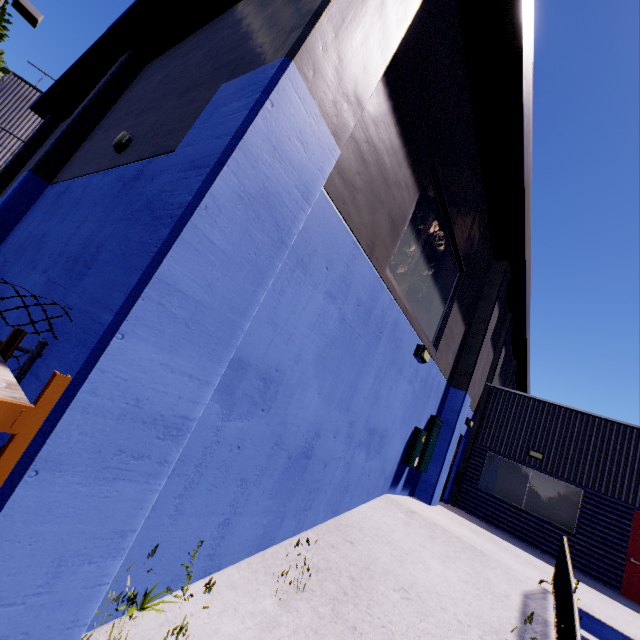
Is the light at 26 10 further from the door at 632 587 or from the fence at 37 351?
the door at 632 587

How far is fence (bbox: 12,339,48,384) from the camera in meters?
2.2 m

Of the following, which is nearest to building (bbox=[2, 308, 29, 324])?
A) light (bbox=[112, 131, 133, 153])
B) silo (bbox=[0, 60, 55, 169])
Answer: light (bbox=[112, 131, 133, 153])

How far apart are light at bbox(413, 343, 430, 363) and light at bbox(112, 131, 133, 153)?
7.03m

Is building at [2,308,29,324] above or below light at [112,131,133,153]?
below

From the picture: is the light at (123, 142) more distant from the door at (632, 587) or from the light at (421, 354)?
the door at (632, 587)

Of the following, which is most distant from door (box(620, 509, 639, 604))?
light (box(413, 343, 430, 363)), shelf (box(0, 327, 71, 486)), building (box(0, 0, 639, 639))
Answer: shelf (box(0, 327, 71, 486))

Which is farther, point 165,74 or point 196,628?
point 165,74
